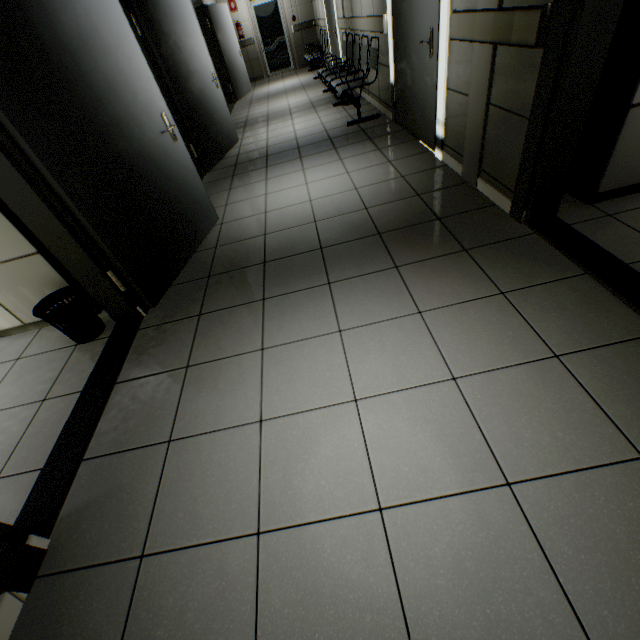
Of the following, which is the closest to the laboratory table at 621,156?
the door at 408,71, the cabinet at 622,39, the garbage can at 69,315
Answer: the cabinet at 622,39

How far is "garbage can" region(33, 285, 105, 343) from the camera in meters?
2.2 m

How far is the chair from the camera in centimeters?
486cm

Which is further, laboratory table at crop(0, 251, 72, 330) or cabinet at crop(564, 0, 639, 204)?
laboratory table at crop(0, 251, 72, 330)

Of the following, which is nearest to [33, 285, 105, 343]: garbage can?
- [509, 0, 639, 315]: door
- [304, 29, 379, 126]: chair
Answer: [509, 0, 639, 315]: door

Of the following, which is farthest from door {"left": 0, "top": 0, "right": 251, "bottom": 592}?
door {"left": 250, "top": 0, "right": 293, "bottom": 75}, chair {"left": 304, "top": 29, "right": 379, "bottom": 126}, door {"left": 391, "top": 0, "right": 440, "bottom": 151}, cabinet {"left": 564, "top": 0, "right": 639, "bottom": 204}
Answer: door {"left": 250, "top": 0, "right": 293, "bottom": 75}

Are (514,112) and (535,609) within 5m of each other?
yes

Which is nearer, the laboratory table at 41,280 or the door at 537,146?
the door at 537,146
